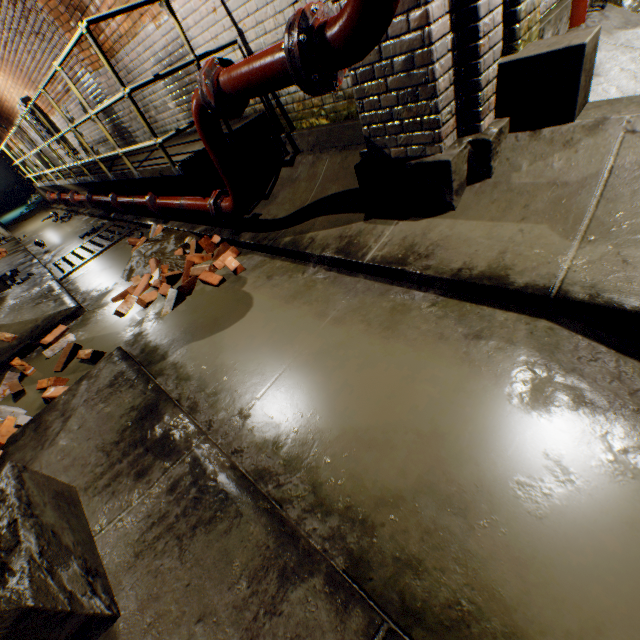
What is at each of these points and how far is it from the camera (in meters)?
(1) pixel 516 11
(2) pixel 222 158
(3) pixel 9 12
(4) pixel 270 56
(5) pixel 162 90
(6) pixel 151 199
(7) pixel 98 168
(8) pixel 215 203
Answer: (1) support arch, 2.09
(2) pipe, 2.97
(3) building tunnel, 5.99
(4) pipe, 1.88
(5) building tunnel, 5.13
(6) pipe end, 4.88
(7) walkway, 6.74
(8) pipe end, 3.57

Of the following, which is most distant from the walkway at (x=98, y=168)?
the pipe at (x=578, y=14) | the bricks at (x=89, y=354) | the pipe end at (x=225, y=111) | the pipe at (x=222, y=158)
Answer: the pipe at (x=578, y=14)

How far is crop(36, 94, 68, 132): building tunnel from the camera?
8.8m

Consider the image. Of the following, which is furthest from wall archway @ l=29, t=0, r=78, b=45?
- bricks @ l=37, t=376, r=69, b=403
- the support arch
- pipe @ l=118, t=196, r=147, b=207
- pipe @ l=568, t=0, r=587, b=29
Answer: pipe @ l=568, t=0, r=587, b=29

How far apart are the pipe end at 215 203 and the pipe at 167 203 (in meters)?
0.06

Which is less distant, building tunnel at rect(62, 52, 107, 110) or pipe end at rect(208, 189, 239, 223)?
pipe end at rect(208, 189, 239, 223)

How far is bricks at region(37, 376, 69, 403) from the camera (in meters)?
2.80

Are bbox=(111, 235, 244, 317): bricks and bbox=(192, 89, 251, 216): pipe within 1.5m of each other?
yes
